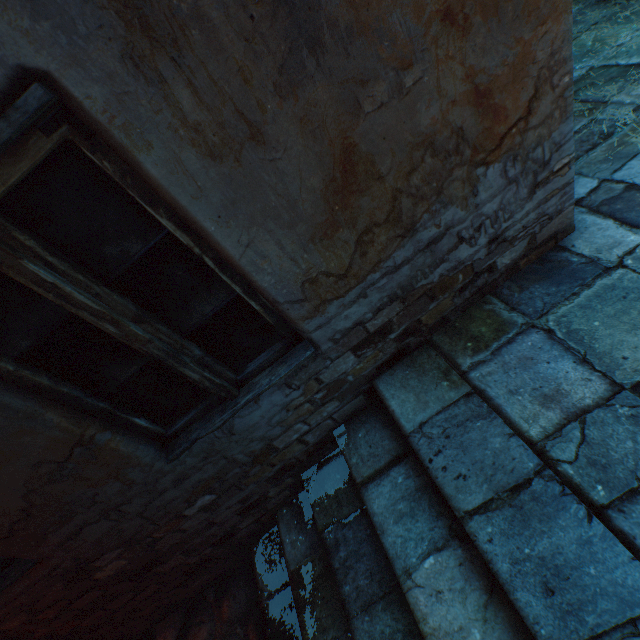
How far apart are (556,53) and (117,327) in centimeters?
196cm

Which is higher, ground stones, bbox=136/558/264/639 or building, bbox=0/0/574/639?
building, bbox=0/0/574/639

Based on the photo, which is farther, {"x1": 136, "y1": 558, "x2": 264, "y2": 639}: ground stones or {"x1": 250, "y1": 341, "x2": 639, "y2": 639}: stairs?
{"x1": 136, "y1": 558, "x2": 264, "y2": 639}: ground stones

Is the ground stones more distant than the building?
Yes

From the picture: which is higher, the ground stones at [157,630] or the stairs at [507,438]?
the stairs at [507,438]

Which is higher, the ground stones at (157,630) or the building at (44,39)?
the building at (44,39)

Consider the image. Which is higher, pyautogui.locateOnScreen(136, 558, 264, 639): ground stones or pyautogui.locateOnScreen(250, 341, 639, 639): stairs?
pyautogui.locateOnScreen(250, 341, 639, 639): stairs
